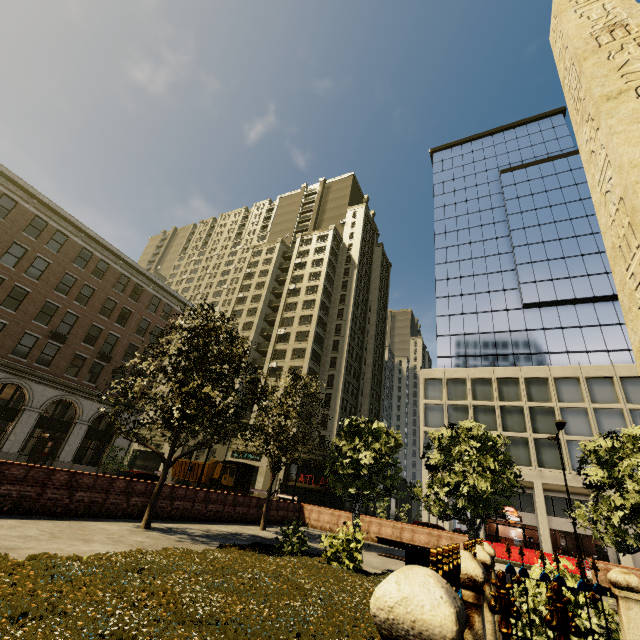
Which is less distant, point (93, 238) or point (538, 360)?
point (93, 238)

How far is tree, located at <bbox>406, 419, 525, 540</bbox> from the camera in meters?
12.9 m

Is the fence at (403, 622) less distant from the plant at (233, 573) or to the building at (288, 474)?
the plant at (233, 573)

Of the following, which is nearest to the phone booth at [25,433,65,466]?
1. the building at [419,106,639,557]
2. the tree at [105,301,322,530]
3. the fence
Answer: the building at [419,106,639,557]

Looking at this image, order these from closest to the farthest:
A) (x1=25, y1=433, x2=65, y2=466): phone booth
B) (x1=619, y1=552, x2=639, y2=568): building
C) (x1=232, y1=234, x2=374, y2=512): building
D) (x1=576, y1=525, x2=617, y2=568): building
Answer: (x1=619, y1=552, x2=639, y2=568): building, (x1=25, y1=433, x2=65, y2=466): phone booth, (x1=576, y1=525, x2=617, y2=568): building, (x1=232, y1=234, x2=374, y2=512): building

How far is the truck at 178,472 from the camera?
34.25m
